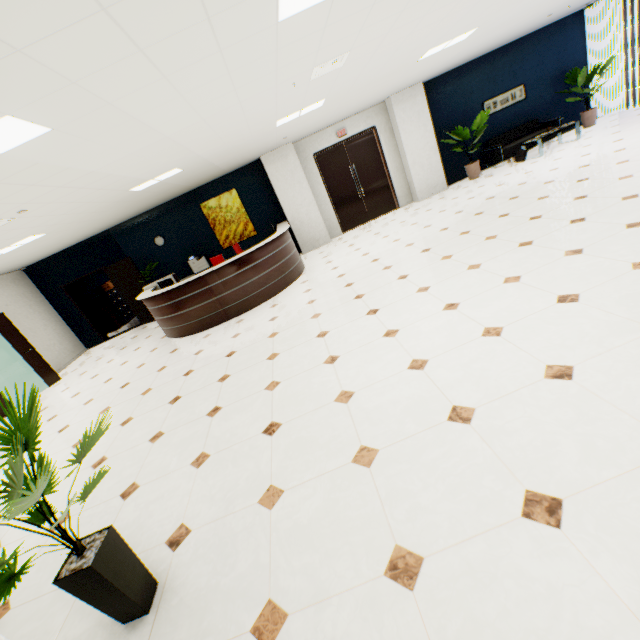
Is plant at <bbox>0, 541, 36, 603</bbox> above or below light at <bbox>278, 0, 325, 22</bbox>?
below

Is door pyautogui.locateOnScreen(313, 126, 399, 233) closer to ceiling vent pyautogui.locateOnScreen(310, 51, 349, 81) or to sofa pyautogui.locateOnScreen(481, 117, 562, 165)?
sofa pyautogui.locateOnScreen(481, 117, 562, 165)

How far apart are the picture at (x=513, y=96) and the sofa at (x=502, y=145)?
0.7m

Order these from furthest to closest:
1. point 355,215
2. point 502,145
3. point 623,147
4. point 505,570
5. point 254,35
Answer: point 355,215, point 502,145, point 623,147, point 254,35, point 505,570

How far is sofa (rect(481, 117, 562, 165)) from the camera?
9.4m

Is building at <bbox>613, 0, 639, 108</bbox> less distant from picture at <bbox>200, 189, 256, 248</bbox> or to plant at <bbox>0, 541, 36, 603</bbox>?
picture at <bbox>200, 189, 256, 248</bbox>

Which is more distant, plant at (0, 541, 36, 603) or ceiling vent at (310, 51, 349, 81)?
→ ceiling vent at (310, 51, 349, 81)

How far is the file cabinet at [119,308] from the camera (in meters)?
11.89
